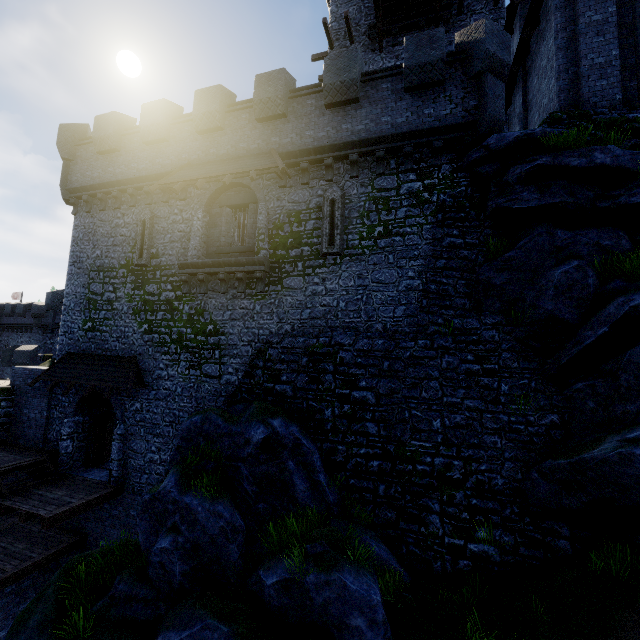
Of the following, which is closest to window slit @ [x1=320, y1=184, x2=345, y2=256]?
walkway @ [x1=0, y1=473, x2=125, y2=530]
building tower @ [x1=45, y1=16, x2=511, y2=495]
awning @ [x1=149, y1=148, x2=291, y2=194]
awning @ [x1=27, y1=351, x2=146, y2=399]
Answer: building tower @ [x1=45, y1=16, x2=511, y2=495]

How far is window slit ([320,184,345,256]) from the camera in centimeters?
1213cm

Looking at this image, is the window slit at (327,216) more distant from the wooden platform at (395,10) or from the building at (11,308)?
the building at (11,308)

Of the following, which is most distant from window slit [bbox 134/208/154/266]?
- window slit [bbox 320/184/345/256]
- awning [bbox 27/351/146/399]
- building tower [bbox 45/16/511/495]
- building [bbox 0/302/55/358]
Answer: building [bbox 0/302/55/358]

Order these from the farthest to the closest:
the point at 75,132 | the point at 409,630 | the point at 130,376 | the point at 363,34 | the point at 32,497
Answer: the point at 363,34 < the point at 75,132 < the point at 130,376 < the point at 32,497 < the point at 409,630

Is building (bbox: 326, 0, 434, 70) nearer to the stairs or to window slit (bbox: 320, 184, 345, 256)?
window slit (bbox: 320, 184, 345, 256)

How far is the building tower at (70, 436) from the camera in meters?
15.0 m

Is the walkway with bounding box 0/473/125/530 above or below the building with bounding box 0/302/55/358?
below
